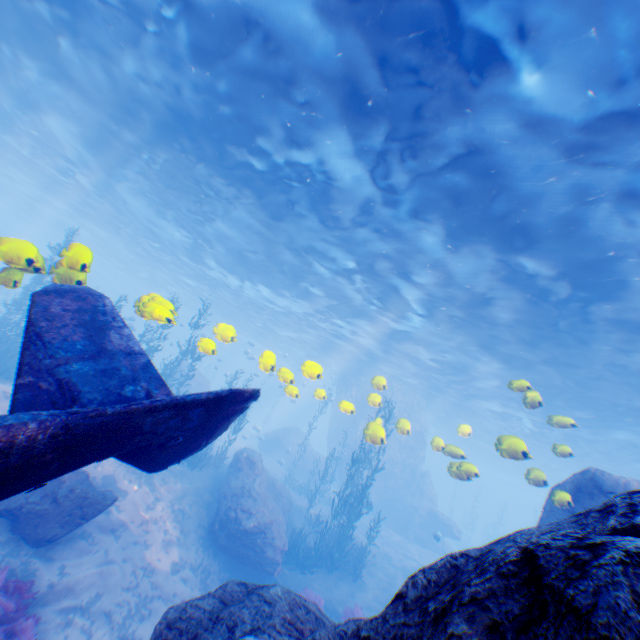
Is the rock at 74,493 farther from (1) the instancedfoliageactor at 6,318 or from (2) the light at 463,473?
(1) the instancedfoliageactor at 6,318

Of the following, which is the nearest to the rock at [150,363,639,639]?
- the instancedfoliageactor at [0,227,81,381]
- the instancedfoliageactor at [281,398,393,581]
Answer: the instancedfoliageactor at [281,398,393,581]

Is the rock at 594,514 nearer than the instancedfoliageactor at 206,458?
Yes

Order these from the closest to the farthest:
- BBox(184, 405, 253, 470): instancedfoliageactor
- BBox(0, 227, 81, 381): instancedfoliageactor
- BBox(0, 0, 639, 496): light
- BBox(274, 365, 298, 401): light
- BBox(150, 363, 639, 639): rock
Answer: BBox(150, 363, 639, 639): rock < BBox(0, 227, 81, 381): instancedfoliageactor < BBox(0, 0, 639, 496): light < BBox(274, 365, 298, 401): light < BBox(184, 405, 253, 470): instancedfoliageactor

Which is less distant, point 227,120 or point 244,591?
point 244,591

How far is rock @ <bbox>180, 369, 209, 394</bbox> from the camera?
29.1m

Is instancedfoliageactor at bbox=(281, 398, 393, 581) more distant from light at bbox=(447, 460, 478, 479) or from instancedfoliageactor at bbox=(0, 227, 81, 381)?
instancedfoliageactor at bbox=(0, 227, 81, 381)

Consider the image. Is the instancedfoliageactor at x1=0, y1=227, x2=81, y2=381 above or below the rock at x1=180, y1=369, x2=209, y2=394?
below
